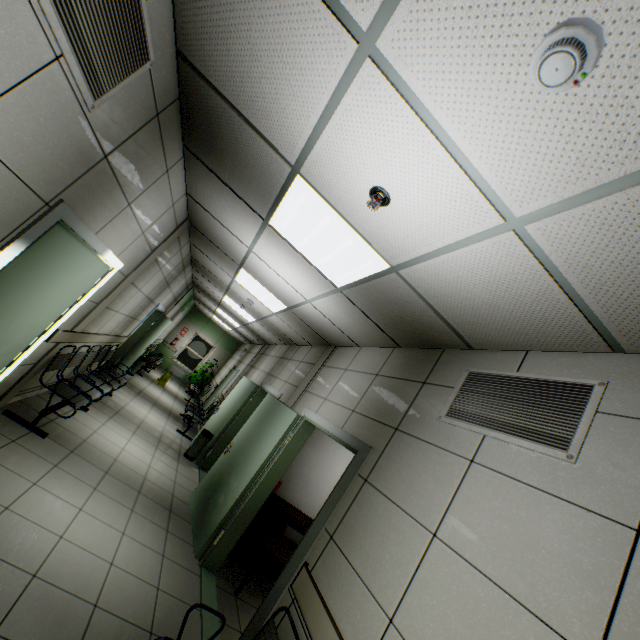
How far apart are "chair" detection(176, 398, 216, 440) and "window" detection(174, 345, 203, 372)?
6.85m

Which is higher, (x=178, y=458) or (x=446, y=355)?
(x=446, y=355)

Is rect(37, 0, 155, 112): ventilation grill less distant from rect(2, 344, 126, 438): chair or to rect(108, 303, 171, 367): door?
rect(2, 344, 126, 438): chair

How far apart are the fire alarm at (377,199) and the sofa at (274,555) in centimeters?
406cm

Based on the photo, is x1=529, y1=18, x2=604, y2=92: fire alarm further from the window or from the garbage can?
the window

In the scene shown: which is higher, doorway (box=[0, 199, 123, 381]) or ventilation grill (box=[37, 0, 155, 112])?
ventilation grill (box=[37, 0, 155, 112])

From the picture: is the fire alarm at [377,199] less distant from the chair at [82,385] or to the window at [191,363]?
the chair at [82,385]

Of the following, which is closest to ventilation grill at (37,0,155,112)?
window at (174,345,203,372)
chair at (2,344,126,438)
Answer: chair at (2,344,126,438)
